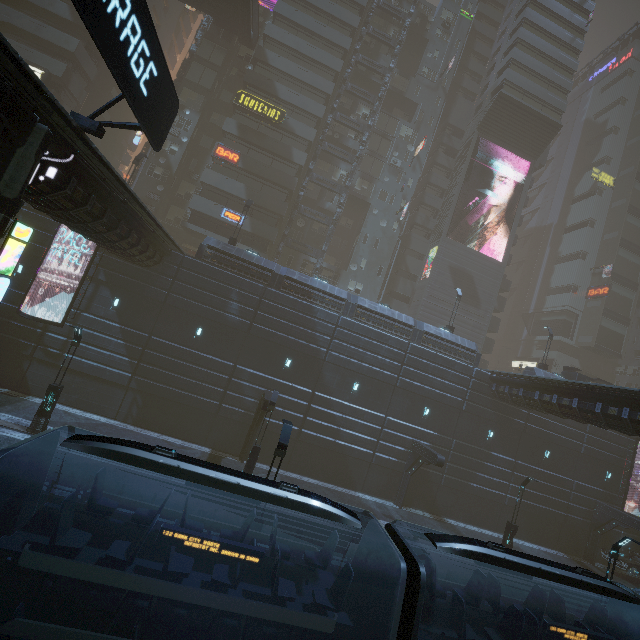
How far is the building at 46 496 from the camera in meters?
10.9

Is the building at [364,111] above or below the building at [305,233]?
above

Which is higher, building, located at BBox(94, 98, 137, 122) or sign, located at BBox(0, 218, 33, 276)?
building, located at BBox(94, 98, 137, 122)

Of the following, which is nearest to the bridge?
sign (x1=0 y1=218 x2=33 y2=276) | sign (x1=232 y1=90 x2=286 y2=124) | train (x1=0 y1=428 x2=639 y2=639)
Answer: sign (x1=232 y1=90 x2=286 y2=124)

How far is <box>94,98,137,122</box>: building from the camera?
40.7m

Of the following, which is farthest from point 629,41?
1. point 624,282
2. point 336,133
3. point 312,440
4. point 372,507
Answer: point 372,507

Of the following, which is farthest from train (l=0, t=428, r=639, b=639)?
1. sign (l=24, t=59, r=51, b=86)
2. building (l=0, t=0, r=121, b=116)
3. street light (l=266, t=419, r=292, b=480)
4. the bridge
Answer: the bridge

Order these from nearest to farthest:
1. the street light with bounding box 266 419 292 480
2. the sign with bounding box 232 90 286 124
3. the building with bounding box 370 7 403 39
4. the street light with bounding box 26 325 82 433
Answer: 1. the street light with bounding box 266 419 292 480
2. the street light with bounding box 26 325 82 433
3. the sign with bounding box 232 90 286 124
4. the building with bounding box 370 7 403 39
